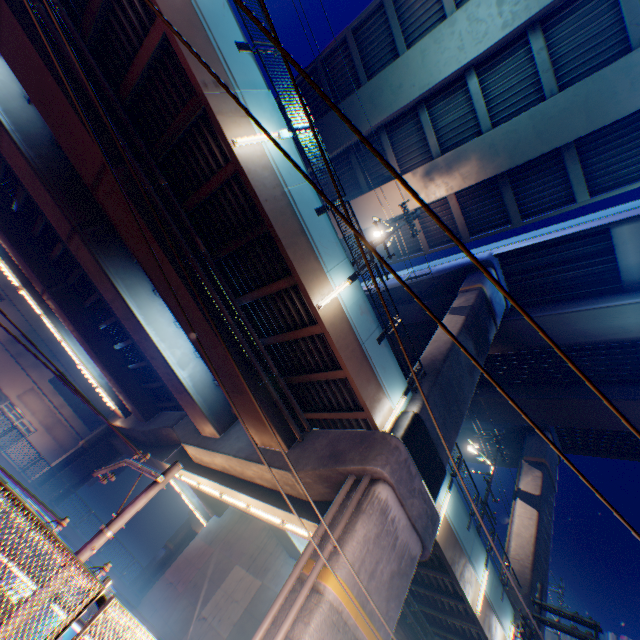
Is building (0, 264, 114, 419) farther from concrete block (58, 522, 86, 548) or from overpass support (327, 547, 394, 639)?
concrete block (58, 522, 86, 548)

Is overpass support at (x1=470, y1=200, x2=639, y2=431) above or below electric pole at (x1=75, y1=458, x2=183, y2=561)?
above

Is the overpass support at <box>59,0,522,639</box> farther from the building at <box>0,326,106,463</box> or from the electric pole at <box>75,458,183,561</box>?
the building at <box>0,326,106,463</box>

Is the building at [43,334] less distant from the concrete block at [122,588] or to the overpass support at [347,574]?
the overpass support at [347,574]

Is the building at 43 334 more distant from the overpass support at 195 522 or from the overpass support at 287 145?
the overpass support at 195 522

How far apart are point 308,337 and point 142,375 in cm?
1878

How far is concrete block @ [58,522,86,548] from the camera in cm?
2031

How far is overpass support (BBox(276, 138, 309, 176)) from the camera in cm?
986
